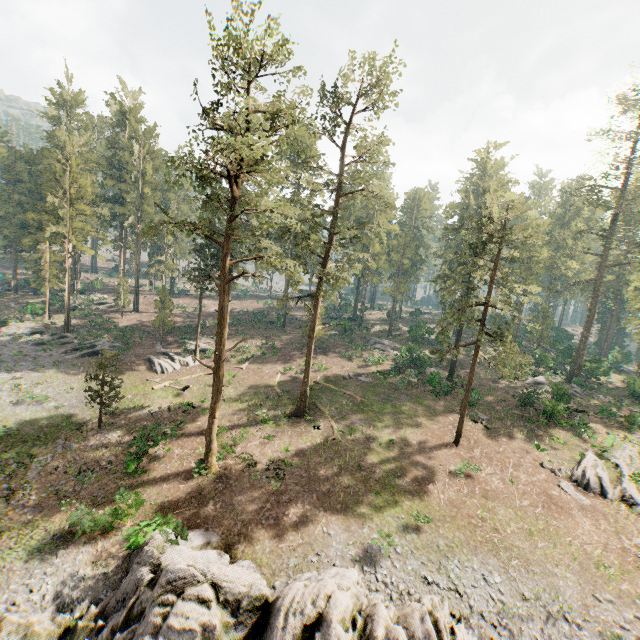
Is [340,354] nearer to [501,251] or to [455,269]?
[455,269]

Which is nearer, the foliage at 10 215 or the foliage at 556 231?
the foliage at 10 215

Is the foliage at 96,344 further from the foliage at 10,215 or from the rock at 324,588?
the rock at 324,588

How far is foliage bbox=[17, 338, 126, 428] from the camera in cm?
2414

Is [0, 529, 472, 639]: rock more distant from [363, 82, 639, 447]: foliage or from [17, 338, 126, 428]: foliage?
[17, 338, 126, 428]: foliage

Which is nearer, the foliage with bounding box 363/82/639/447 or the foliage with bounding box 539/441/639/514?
the foliage with bounding box 539/441/639/514

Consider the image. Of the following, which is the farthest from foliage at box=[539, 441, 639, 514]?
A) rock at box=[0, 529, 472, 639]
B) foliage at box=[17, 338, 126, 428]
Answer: rock at box=[0, 529, 472, 639]

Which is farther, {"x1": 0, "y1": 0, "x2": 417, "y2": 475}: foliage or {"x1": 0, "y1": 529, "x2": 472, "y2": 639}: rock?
{"x1": 0, "y1": 0, "x2": 417, "y2": 475}: foliage
